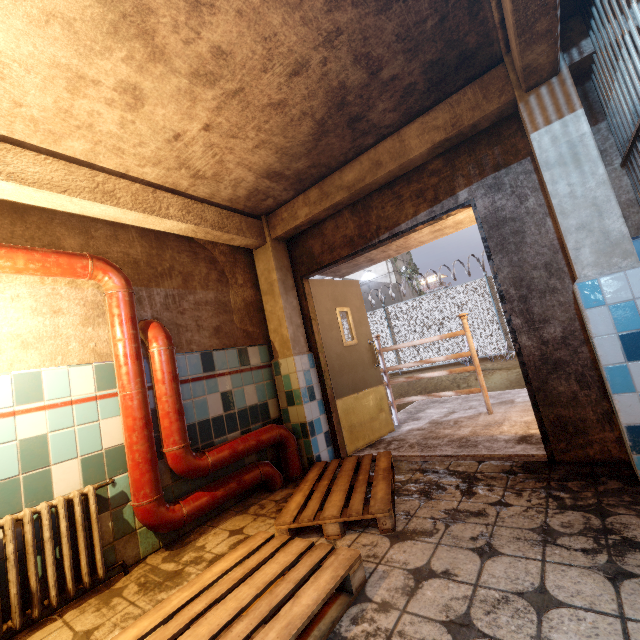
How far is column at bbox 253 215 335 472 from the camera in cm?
353

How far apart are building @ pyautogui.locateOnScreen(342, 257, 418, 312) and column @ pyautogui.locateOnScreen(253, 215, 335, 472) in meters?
17.6 m

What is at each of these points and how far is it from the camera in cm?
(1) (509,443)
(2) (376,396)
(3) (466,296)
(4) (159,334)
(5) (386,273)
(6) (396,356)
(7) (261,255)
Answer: (1) stair, 305
(2) door, 433
(3) fence, 1161
(4) pipe, 261
(5) building, 2134
(6) fence, 1322
(7) column, 389

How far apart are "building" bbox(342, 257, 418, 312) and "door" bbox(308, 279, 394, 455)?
16.7m

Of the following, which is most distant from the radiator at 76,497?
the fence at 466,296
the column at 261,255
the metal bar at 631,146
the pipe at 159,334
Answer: the fence at 466,296

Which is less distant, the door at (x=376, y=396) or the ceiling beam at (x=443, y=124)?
the ceiling beam at (x=443, y=124)

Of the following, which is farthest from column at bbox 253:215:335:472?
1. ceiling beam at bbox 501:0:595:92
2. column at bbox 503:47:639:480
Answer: column at bbox 503:47:639:480

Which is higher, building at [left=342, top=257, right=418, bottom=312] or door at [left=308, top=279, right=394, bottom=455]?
building at [left=342, top=257, right=418, bottom=312]
